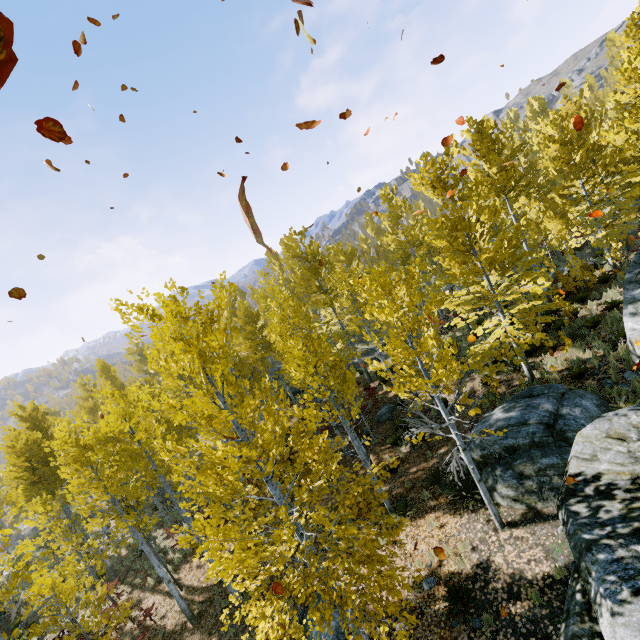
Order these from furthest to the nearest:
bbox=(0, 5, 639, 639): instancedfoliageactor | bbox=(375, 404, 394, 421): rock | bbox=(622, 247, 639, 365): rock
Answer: bbox=(375, 404, 394, 421): rock → bbox=(622, 247, 639, 365): rock → bbox=(0, 5, 639, 639): instancedfoliageactor

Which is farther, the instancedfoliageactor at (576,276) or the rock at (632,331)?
the rock at (632,331)

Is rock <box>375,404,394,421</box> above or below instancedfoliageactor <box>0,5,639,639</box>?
below

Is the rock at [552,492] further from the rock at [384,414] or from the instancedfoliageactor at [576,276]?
the rock at [384,414]

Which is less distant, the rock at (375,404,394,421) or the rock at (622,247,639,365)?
the rock at (622,247,639,365)

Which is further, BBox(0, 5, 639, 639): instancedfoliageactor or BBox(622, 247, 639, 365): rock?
BBox(622, 247, 639, 365): rock

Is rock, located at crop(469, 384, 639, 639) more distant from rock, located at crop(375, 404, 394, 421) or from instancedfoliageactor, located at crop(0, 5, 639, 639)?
rock, located at crop(375, 404, 394, 421)

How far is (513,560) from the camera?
7.2m
